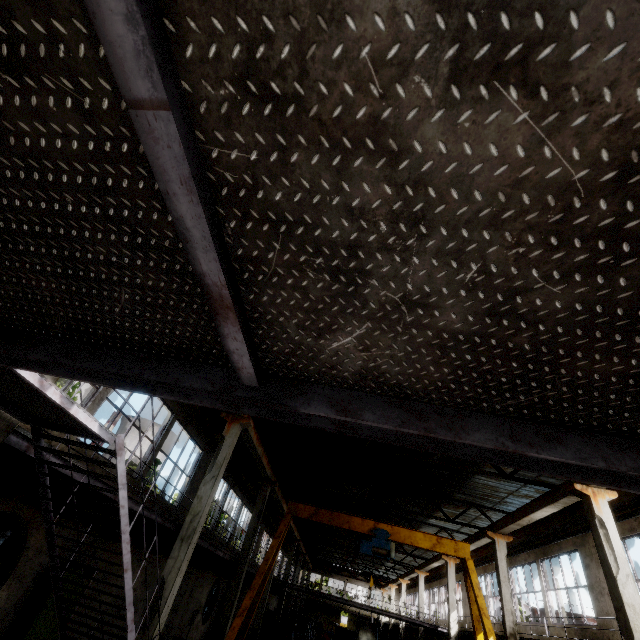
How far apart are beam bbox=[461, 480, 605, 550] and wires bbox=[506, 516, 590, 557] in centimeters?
244cm

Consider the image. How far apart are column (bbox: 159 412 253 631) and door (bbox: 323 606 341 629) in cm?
5926

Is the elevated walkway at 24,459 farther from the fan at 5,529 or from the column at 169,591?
the column at 169,591

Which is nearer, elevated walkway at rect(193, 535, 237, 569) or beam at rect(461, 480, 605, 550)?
beam at rect(461, 480, 605, 550)

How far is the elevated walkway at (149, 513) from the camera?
8.2m

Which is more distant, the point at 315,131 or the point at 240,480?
the point at 240,480

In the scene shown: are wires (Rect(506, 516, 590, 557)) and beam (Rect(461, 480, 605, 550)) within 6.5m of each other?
yes

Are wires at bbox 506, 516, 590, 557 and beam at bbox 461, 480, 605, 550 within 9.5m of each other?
yes
